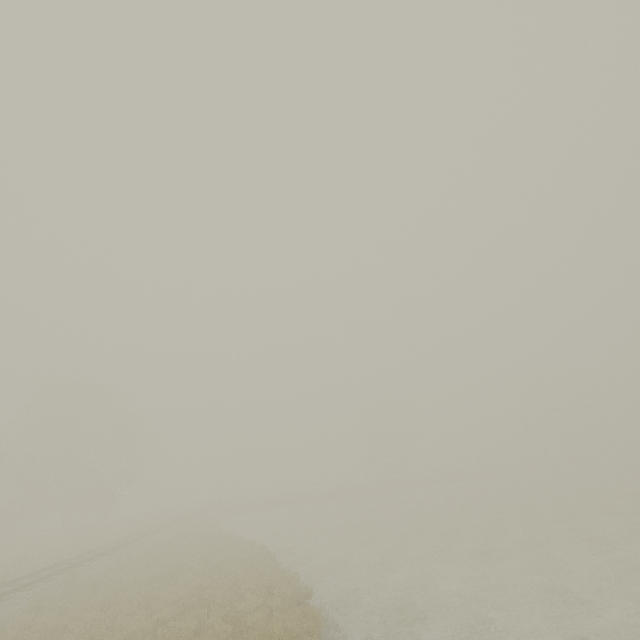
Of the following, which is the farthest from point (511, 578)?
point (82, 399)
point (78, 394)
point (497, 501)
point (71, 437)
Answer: point (78, 394)
